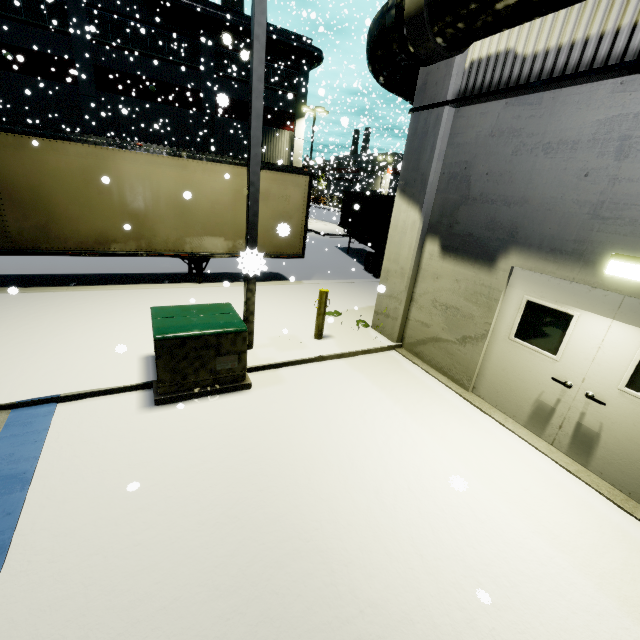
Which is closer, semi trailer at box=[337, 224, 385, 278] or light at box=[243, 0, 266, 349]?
light at box=[243, 0, 266, 349]

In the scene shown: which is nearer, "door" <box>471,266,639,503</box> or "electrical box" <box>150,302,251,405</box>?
"door" <box>471,266,639,503</box>

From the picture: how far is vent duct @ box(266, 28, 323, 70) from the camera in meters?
24.8

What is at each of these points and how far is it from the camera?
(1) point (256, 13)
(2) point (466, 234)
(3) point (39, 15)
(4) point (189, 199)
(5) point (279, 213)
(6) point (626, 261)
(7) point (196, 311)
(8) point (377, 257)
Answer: (1) light, 4.54m
(2) building, 5.96m
(3) building, 20.02m
(4) semi trailer, 8.89m
(5) semi trailer, 10.21m
(6) light, 3.87m
(7) electrical box, 5.54m
(8) semi trailer, 14.72m

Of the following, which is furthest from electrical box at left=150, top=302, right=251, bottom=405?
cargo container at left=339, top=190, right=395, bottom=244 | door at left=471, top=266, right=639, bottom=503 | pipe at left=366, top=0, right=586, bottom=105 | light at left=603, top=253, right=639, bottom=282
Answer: light at left=603, top=253, right=639, bottom=282

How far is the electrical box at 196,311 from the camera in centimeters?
478cm

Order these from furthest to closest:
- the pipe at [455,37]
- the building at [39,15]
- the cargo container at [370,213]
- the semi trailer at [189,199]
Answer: the building at [39,15] → the cargo container at [370,213] → the semi trailer at [189,199] → the pipe at [455,37]

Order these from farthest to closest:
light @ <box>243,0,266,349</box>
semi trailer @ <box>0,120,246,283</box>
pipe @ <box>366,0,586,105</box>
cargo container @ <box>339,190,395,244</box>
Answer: cargo container @ <box>339,190,395,244</box> < semi trailer @ <box>0,120,246,283</box> < light @ <box>243,0,266,349</box> < pipe @ <box>366,0,586,105</box>
